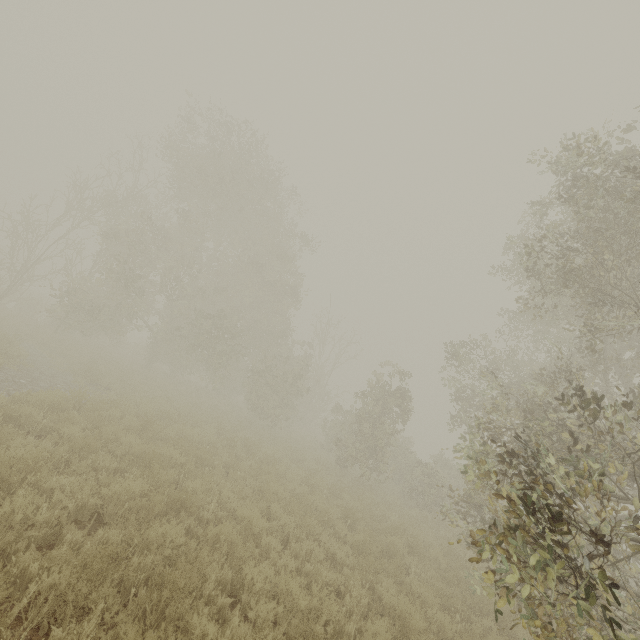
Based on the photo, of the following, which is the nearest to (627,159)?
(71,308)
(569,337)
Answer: (569,337)
